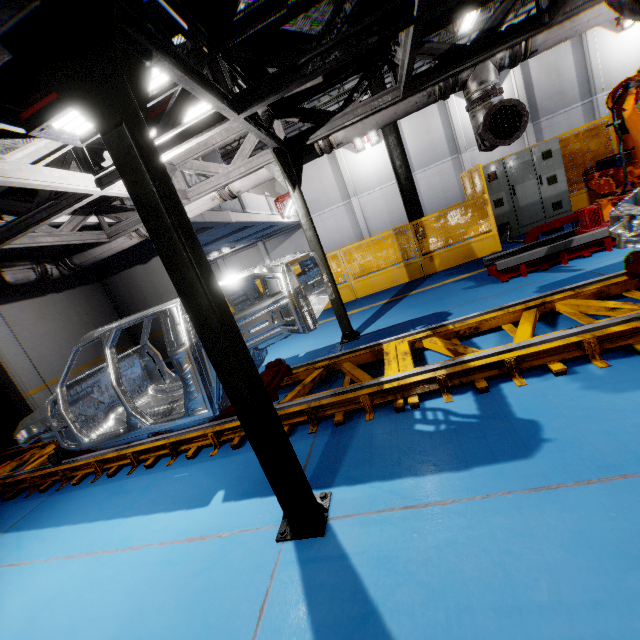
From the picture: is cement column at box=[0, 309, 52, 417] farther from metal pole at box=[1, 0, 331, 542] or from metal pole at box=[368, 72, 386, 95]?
metal pole at box=[368, 72, 386, 95]

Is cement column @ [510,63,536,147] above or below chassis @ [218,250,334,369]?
above

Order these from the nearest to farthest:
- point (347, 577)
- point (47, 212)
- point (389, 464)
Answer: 1. point (347, 577)
2. point (389, 464)
3. point (47, 212)

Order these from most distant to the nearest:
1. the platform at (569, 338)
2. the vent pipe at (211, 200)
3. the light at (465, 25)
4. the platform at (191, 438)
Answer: the light at (465, 25) < the vent pipe at (211, 200) < the platform at (191, 438) < the platform at (569, 338)

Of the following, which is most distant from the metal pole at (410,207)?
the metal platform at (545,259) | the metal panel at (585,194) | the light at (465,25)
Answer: the light at (465,25)

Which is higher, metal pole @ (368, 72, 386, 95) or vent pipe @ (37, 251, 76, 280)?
metal pole @ (368, 72, 386, 95)

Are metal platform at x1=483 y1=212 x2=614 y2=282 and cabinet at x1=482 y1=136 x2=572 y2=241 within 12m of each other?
yes

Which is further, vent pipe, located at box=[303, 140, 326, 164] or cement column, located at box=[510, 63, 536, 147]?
cement column, located at box=[510, 63, 536, 147]
